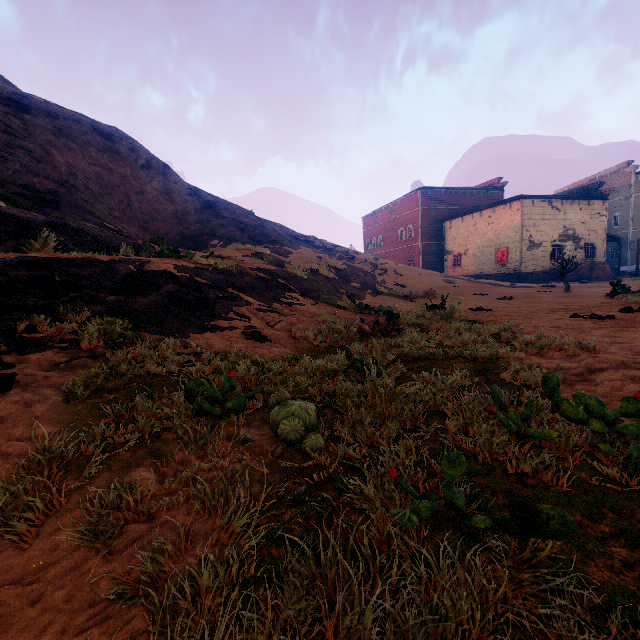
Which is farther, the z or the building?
the building

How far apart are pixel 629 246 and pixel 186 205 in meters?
47.6

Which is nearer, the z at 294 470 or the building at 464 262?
the z at 294 470
